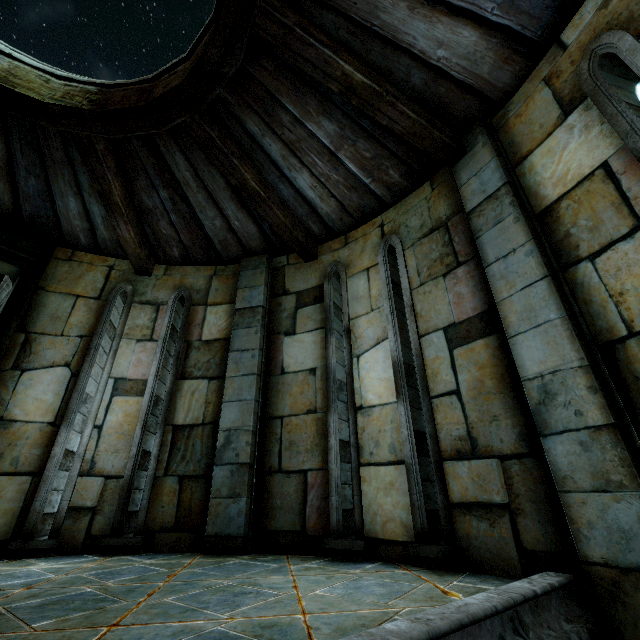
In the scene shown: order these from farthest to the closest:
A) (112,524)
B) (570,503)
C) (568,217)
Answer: (112,524), (568,217), (570,503)
